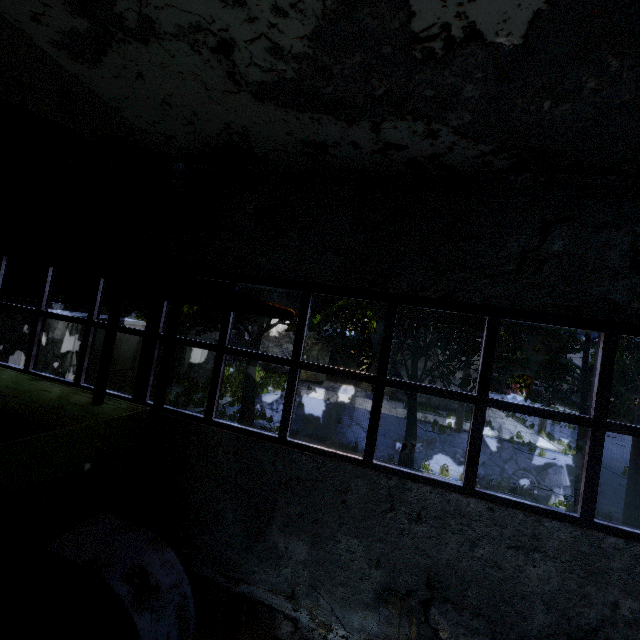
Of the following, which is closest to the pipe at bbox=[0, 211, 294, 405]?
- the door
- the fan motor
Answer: the fan motor

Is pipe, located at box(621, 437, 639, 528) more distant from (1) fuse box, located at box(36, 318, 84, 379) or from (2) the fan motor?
(2) the fan motor

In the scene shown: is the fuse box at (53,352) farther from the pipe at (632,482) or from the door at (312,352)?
the door at (312,352)

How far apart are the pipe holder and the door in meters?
22.1 m

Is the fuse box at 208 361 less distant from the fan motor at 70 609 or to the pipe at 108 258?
the pipe at 108 258

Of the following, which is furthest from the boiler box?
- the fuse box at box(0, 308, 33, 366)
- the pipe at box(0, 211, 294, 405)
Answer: the fuse box at box(0, 308, 33, 366)

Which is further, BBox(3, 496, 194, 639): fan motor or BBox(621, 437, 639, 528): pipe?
BBox(621, 437, 639, 528): pipe

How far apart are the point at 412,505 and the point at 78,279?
23.4m
